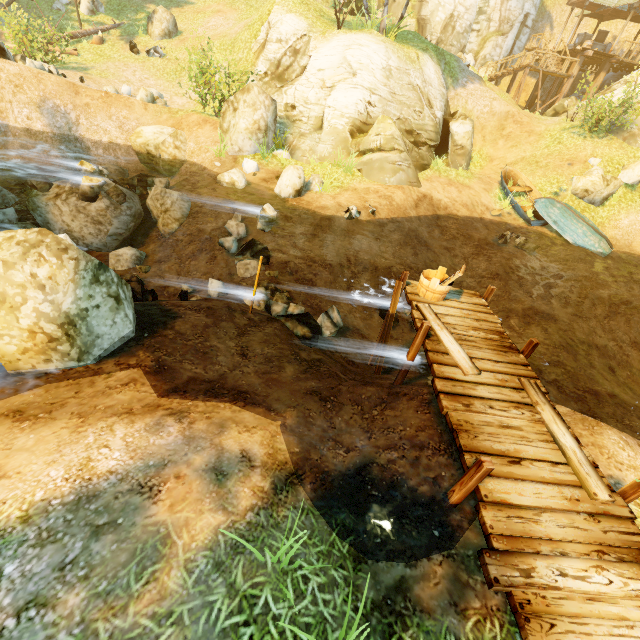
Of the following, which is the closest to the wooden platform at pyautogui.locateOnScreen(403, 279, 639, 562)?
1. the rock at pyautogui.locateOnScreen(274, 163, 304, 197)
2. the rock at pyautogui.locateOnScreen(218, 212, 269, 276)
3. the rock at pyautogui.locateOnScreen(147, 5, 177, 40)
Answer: the rock at pyautogui.locateOnScreen(218, 212, 269, 276)

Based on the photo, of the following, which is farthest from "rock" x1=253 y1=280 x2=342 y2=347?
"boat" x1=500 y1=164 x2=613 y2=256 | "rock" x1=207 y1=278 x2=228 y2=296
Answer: "boat" x1=500 y1=164 x2=613 y2=256

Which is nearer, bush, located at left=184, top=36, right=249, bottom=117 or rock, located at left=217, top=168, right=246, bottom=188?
rock, located at left=217, top=168, right=246, bottom=188

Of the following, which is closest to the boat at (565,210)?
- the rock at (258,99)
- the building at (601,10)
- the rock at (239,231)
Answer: the rock at (258,99)

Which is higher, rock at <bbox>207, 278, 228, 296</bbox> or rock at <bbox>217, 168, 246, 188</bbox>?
rock at <bbox>217, 168, 246, 188</bbox>

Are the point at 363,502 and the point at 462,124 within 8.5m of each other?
no

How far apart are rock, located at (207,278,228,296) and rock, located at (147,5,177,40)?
21.1 meters

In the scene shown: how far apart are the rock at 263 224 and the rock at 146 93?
10.31m
